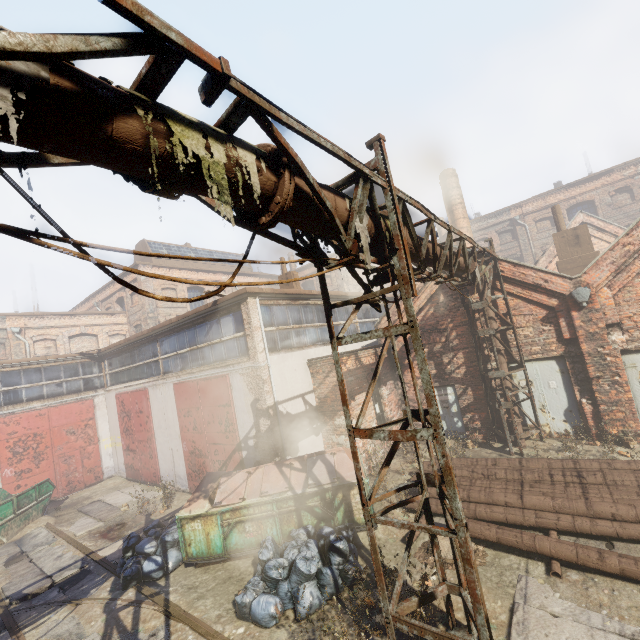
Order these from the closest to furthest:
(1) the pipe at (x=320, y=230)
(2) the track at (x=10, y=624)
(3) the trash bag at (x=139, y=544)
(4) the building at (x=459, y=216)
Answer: (1) the pipe at (x=320, y=230)
(2) the track at (x=10, y=624)
(3) the trash bag at (x=139, y=544)
(4) the building at (x=459, y=216)

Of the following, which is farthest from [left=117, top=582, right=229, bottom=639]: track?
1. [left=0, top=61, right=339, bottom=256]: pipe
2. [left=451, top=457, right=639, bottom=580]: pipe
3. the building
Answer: the building

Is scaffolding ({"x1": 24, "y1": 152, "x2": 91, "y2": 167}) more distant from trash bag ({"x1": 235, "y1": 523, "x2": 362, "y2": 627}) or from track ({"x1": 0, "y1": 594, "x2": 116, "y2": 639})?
trash bag ({"x1": 235, "y1": 523, "x2": 362, "y2": 627})

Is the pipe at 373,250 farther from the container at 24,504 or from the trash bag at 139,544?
the container at 24,504

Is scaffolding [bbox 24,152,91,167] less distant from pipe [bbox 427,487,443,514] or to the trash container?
pipe [bbox 427,487,443,514]

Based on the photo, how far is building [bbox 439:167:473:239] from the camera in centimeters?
1758cm

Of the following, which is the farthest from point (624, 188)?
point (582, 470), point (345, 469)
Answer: point (345, 469)

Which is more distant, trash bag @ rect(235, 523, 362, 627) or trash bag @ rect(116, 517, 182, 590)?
trash bag @ rect(116, 517, 182, 590)
